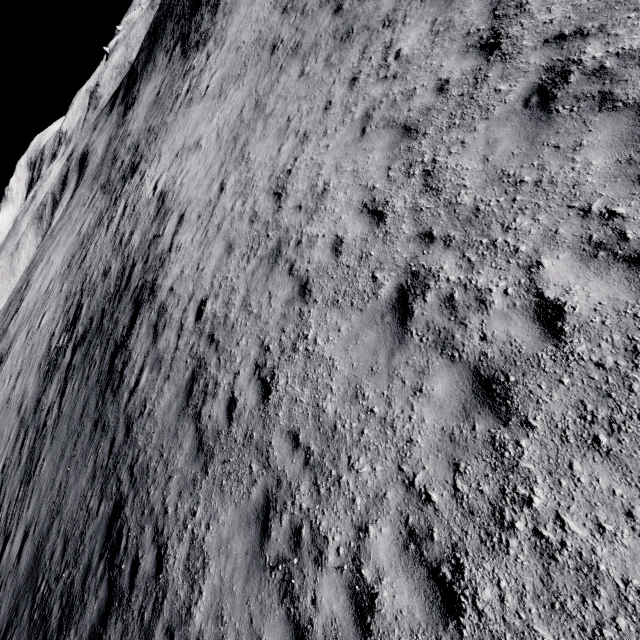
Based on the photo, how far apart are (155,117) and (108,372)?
28.14m
